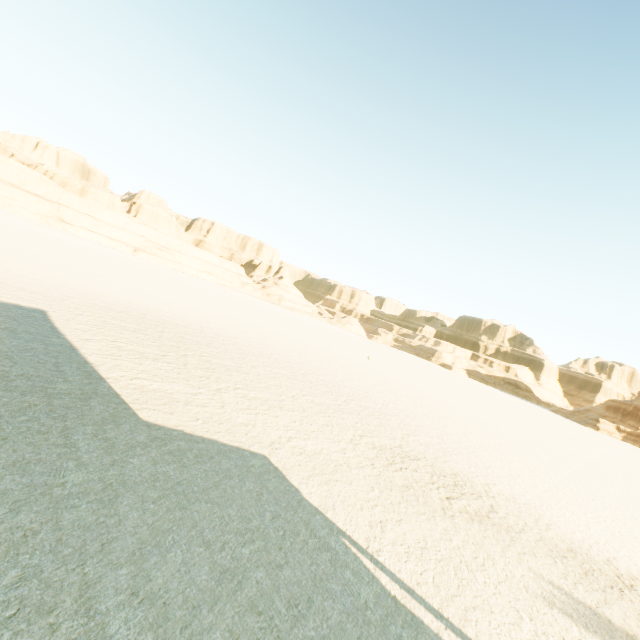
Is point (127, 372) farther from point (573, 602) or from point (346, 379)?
point (346, 379)
